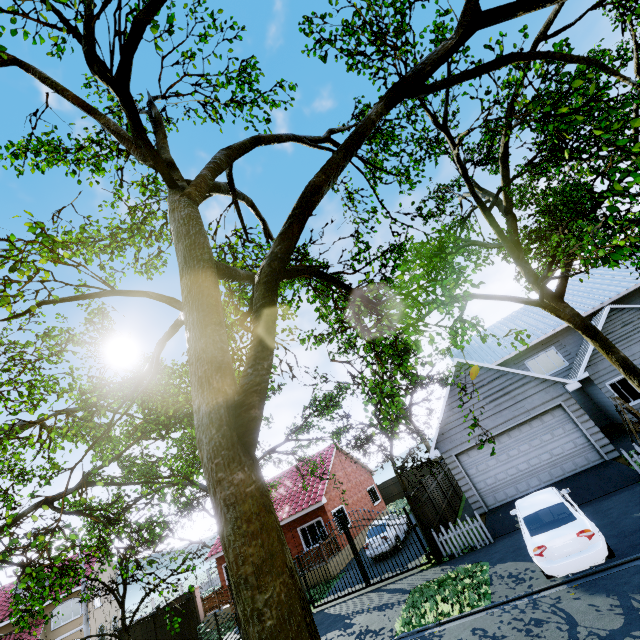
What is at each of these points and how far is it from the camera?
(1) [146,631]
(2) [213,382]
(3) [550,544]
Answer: (1) fence, 18.0 meters
(2) tree, 2.9 meters
(3) car, 7.9 meters

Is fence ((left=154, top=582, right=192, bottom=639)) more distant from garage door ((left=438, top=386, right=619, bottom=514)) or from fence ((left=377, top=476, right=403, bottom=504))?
garage door ((left=438, top=386, right=619, bottom=514))

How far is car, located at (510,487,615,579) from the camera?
7.5m

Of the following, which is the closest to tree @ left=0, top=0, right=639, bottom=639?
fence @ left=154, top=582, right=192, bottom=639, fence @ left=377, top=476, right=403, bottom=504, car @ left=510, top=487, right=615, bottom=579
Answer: fence @ left=154, top=582, right=192, bottom=639

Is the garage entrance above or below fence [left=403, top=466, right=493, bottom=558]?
below

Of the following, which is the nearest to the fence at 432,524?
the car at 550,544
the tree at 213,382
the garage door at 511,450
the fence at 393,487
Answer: the tree at 213,382

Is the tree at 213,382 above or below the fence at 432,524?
above

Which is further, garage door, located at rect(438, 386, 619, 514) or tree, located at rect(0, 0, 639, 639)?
garage door, located at rect(438, 386, 619, 514)
